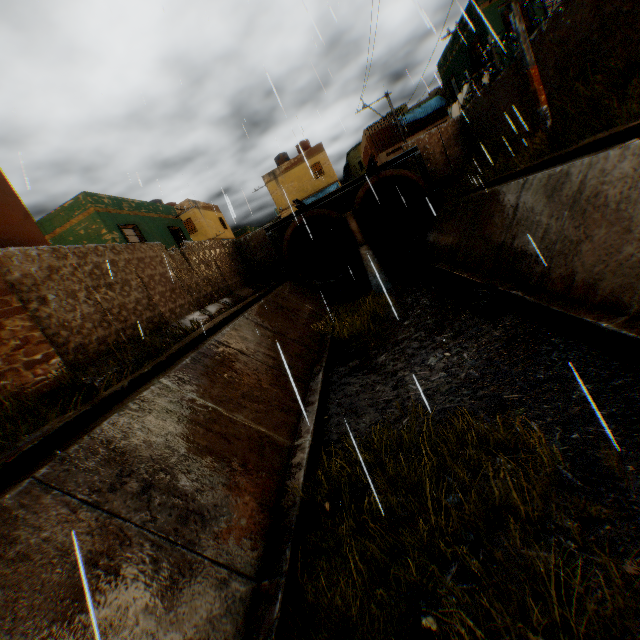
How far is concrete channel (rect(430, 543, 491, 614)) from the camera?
2.7m

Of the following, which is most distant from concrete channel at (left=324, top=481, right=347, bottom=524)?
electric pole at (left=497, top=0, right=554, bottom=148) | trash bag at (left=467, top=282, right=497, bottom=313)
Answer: electric pole at (left=497, top=0, right=554, bottom=148)

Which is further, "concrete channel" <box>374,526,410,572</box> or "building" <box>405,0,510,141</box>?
"building" <box>405,0,510,141</box>

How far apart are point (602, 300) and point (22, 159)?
9.8m

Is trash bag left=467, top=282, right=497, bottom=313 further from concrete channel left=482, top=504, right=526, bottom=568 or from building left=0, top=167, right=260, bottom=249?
building left=0, top=167, right=260, bottom=249

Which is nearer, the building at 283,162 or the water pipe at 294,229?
the water pipe at 294,229

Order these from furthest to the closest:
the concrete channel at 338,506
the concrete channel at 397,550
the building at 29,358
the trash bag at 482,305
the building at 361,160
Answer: the building at 361,160, the trash bag at 482,305, the building at 29,358, the concrete channel at 338,506, the concrete channel at 397,550
